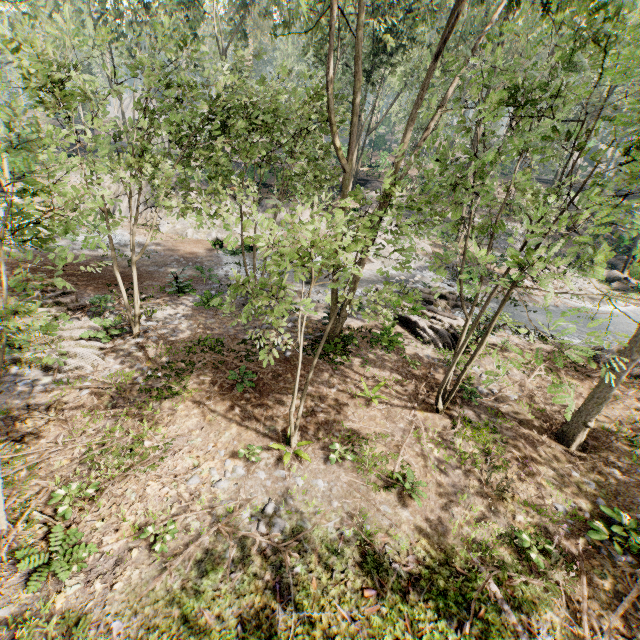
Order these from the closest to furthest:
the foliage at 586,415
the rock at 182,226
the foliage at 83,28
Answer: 1. the foliage at 83,28
2. the foliage at 586,415
3. the rock at 182,226

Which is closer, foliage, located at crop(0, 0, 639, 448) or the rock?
foliage, located at crop(0, 0, 639, 448)

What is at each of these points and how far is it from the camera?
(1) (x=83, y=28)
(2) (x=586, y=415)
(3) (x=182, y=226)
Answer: (1) foliage, 32.25m
(2) foliage, 9.31m
(3) rock, 25.69m

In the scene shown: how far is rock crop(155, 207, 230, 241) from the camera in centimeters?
2495cm

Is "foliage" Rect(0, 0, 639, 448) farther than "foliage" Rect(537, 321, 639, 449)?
No

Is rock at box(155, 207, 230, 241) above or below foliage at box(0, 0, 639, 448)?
below

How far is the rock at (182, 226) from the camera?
24.9m
